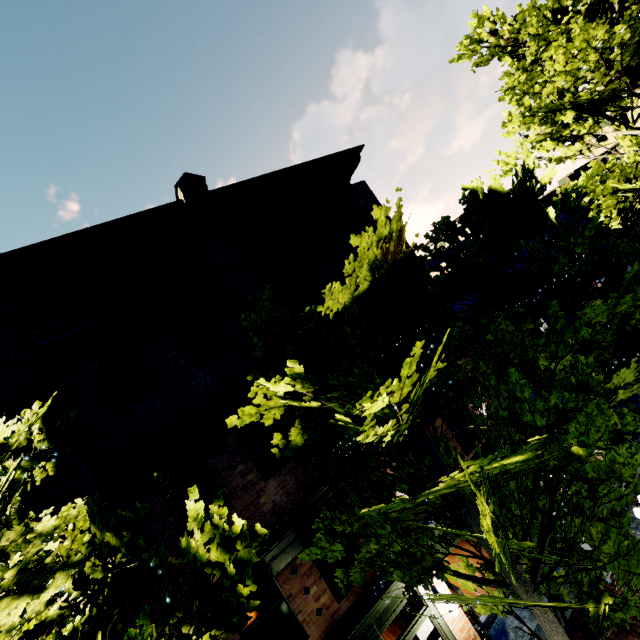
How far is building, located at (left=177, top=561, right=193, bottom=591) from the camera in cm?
618

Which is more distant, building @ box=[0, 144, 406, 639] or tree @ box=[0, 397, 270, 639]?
building @ box=[0, 144, 406, 639]

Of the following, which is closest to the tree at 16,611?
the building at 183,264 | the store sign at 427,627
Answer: the building at 183,264

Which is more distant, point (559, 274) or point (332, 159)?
point (332, 159)

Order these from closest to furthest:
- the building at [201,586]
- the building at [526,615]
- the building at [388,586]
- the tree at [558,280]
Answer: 1. the tree at [558,280]
2. the building at [201,586]
3. the building at [388,586]
4. the building at [526,615]

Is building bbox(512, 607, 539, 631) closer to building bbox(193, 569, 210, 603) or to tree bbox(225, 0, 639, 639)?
tree bbox(225, 0, 639, 639)

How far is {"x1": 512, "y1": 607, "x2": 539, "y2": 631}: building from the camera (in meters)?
8.26
